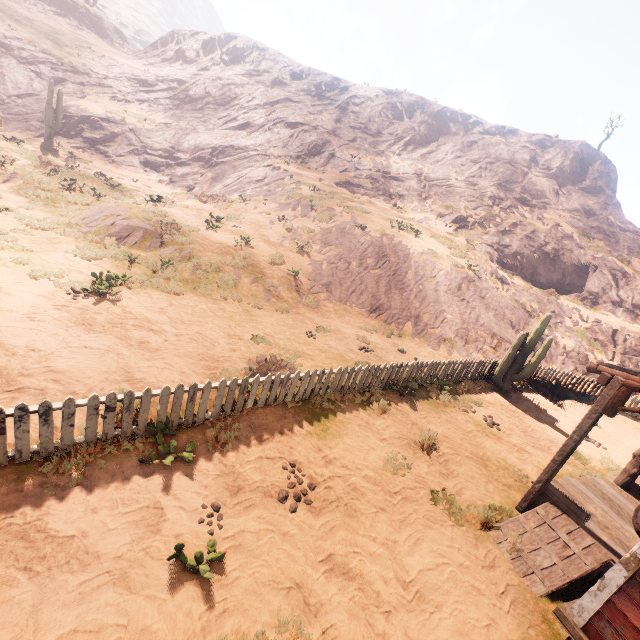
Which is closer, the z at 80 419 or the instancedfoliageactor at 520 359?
the z at 80 419

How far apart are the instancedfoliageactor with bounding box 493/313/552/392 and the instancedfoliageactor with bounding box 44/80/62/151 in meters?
34.4 m

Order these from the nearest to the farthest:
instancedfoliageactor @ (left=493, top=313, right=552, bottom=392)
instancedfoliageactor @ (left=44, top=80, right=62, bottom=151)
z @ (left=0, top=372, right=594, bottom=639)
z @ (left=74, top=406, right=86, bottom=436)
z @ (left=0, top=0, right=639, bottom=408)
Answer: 1. z @ (left=0, top=372, right=594, bottom=639)
2. z @ (left=74, top=406, right=86, bottom=436)
3. z @ (left=0, top=0, right=639, bottom=408)
4. instancedfoliageactor @ (left=493, top=313, right=552, bottom=392)
5. instancedfoliageactor @ (left=44, top=80, right=62, bottom=151)

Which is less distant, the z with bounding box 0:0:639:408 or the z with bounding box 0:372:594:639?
the z with bounding box 0:372:594:639

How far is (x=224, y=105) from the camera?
39.9 meters

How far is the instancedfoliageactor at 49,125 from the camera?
24.2m

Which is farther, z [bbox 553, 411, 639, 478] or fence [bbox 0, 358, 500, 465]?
z [bbox 553, 411, 639, 478]

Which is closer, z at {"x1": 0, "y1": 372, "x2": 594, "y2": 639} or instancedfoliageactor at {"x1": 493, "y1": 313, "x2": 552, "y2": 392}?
z at {"x1": 0, "y1": 372, "x2": 594, "y2": 639}
